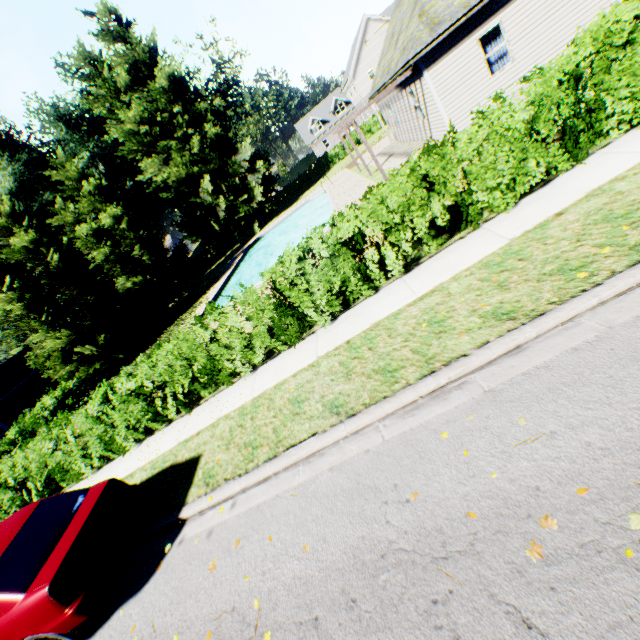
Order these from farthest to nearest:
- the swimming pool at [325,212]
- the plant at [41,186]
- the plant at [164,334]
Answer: the plant at [41,186] < the swimming pool at [325,212] < the plant at [164,334]

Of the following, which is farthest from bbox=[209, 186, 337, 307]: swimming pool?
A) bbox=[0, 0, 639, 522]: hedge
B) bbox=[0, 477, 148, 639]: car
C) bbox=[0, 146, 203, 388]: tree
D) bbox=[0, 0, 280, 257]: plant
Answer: → bbox=[0, 477, 148, 639]: car

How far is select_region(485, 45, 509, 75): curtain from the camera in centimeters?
1272cm

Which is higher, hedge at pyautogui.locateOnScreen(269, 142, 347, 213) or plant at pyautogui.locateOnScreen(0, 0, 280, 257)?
plant at pyautogui.locateOnScreen(0, 0, 280, 257)

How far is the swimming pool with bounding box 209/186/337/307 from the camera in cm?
2389

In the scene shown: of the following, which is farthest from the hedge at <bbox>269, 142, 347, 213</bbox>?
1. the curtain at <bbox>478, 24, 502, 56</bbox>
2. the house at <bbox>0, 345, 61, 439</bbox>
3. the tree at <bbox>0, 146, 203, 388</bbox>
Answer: the curtain at <bbox>478, 24, 502, 56</bbox>

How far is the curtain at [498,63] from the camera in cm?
1272

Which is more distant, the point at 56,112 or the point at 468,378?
the point at 56,112
